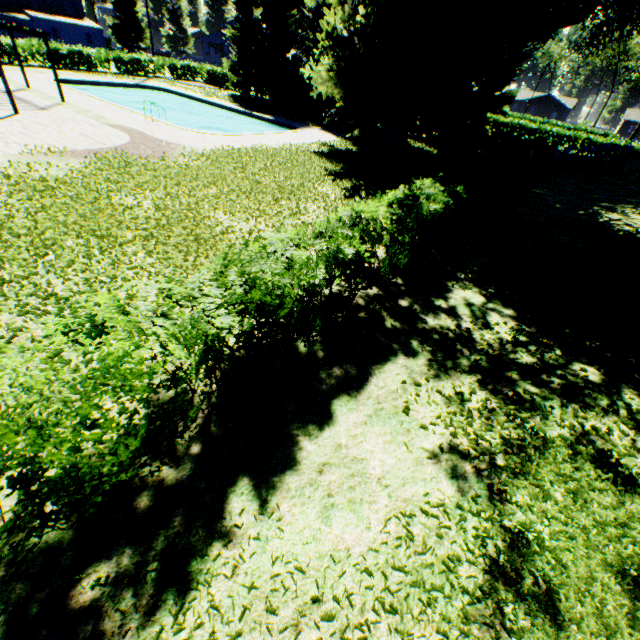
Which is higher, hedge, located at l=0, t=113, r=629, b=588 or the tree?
the tree

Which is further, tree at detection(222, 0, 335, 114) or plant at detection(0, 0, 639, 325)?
tree at detection(222, 0, 335, 114)

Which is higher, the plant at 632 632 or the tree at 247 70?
the tree at 247 70

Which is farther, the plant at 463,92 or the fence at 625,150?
the fence at 625,150

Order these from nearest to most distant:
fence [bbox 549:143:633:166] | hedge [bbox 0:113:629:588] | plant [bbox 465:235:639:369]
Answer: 1. hedge [bbox 0:113:629:588]
2. plant [bbox 465:235:639:369]
3. fence [bbox 549:143:633:166]

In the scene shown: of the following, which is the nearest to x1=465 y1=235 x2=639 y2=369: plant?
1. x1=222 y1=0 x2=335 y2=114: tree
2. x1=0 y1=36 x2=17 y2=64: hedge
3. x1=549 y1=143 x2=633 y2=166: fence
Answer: x1=549 y1=143 x2=633 y2=166: fence

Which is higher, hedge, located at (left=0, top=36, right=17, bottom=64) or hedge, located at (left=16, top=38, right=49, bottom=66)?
hedge, located at (left=16, top=38, right=49, bottom=66)

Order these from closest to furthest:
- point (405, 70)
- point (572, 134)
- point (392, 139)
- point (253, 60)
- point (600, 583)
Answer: point (600, 583)
point (405, 70)
point (392, 139)
point (253, 60)
point (572, 134)
